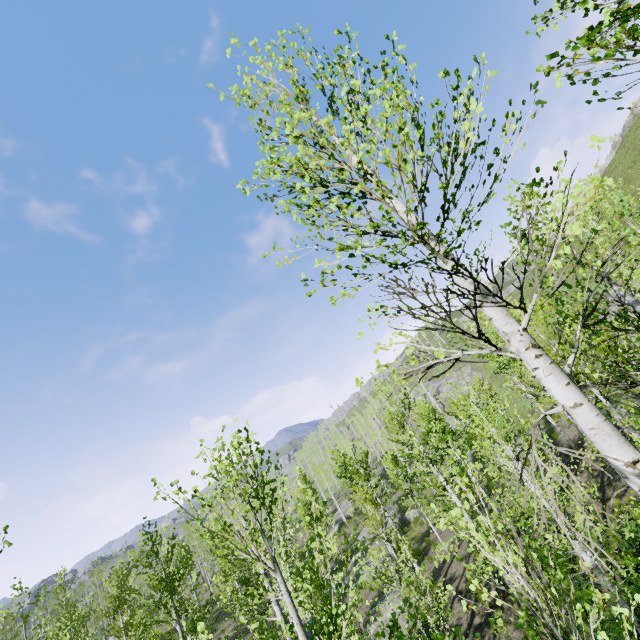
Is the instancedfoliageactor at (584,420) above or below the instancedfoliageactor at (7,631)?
below

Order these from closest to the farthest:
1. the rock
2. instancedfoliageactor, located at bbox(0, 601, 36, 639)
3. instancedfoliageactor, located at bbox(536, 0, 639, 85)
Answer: instancedfoliageactor, located at bbox(536, 0, 639, 85), instancedfoliageactor, located at bbox(0, 601, 36, 639), the rock

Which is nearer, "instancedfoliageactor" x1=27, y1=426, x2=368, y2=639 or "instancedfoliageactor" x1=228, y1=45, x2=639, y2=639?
"instancedfoliageactor" x1=228, y1=45, x2=639, y2=639

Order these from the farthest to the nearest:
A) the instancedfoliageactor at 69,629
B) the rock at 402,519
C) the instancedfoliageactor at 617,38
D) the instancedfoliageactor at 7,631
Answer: the rock at 402,519 < the instancedfoliageactor at 7,631 < the instancedfoliageactor at 69,629 < the instancedfoliageactor at 617,38

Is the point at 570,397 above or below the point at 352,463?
below

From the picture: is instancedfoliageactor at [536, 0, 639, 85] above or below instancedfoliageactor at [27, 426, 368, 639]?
above

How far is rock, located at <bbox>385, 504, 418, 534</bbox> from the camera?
34.8m
